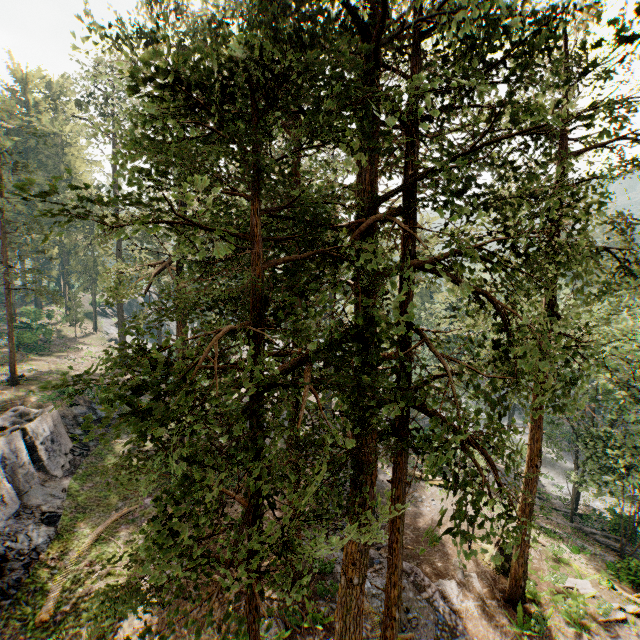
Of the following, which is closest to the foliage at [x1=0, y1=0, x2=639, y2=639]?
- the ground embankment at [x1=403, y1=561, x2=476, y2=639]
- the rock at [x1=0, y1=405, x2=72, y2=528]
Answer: the ground embankment at [x1=403, y1=561, x2=476, y2=639]

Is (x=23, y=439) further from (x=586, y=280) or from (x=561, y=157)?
(x=561, y=157)

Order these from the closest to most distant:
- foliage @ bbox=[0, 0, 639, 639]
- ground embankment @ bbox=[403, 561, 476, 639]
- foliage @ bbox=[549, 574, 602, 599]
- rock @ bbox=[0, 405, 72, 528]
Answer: foliage @ bbox=[0, 0, 639, 639] → ground embankment @ bbox=[403, 561, 476, 639] → rock @ bbox=[0, 405, 72, 528] → foliage @ bbox=[549, 574, 602, 599]

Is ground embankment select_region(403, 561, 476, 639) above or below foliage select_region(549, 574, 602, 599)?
above

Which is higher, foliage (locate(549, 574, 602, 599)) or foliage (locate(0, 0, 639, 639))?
foliage (locate(0, 0, 639, 639))

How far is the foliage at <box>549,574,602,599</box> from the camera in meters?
17.5

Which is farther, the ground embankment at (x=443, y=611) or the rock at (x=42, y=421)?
the rock at (x=42, y=421)

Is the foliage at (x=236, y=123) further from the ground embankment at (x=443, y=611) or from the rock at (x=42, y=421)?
the rock at (x=42, y=421)
